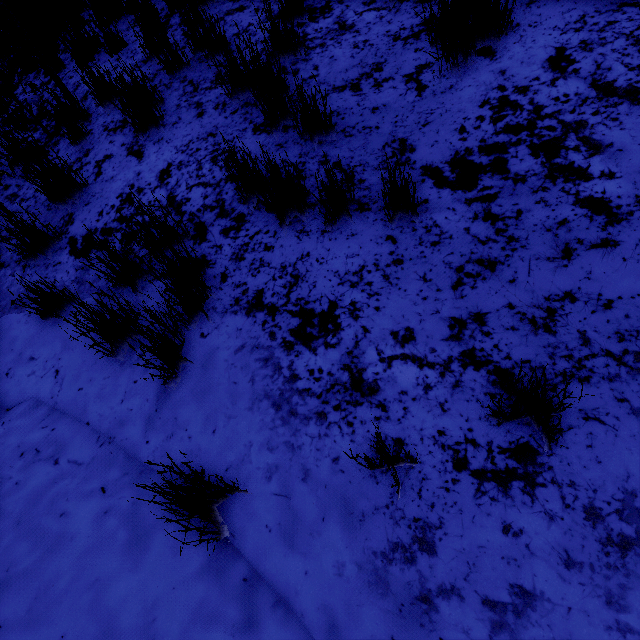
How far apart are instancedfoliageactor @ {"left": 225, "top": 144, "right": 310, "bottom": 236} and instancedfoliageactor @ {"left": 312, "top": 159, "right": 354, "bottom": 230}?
0.2 meters

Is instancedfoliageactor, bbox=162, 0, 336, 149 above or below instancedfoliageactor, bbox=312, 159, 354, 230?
above

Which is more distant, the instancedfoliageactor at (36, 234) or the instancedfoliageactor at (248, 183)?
the instancedfoliageactor at (36, 234)

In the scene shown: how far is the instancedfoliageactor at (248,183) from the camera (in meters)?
1.96

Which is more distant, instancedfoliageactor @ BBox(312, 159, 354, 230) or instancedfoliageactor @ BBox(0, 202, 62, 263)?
instancedfoliageactor @ BBox(0, 202, 62, 263)

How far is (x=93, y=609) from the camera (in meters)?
1.37

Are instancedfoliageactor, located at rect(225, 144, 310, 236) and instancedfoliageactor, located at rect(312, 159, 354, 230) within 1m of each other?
yes

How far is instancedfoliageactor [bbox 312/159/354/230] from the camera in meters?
1.9
